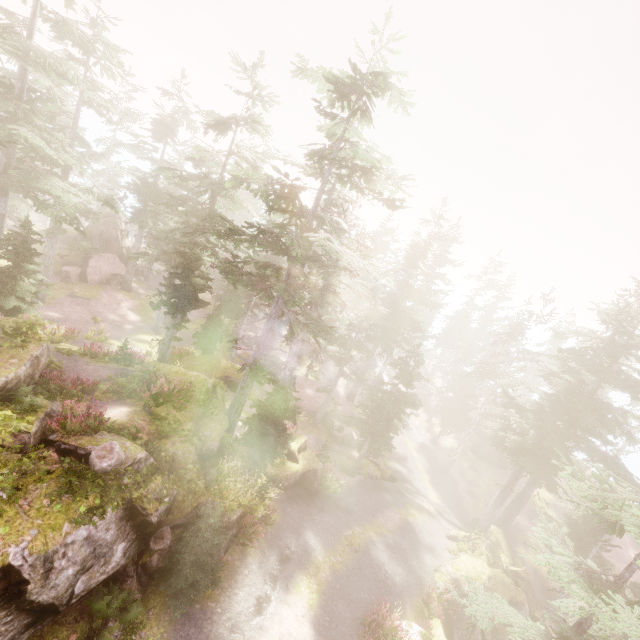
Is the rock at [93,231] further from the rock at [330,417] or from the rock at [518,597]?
the rock at [330,417]

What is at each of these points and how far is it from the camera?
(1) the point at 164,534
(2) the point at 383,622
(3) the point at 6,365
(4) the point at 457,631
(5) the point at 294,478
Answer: (1) instancedfoliageactor, 11.0 meters
(2) instancedfoliageactor, 14.3 meters
(3) rock, 10.8 meters
(4) rock, 18.5 meters
(5) rock, 19.6 meters

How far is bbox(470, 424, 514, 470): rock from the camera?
40.00m

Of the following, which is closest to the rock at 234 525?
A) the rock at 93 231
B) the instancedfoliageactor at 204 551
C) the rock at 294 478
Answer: the instancedfoliageactor at 204 551

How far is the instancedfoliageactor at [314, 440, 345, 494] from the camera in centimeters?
2151cm

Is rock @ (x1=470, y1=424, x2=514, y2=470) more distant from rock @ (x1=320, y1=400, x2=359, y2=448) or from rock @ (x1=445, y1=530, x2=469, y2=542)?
rock @ (x1=320, y1=400, x2=359, y2=448)

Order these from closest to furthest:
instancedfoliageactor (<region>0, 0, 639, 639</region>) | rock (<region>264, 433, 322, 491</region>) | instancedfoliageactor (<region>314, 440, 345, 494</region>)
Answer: instancedfoliageactor (<region>0, 0, 639, 639</region>)
rock (<region>264, 433, 322, 491</region>)
instancedfoliageactor (<region>314, 440, 345, 494</region>)

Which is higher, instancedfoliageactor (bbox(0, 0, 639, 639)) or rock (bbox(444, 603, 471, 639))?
instancedfoliageactor (bbox(0, 0, 639, 639))
